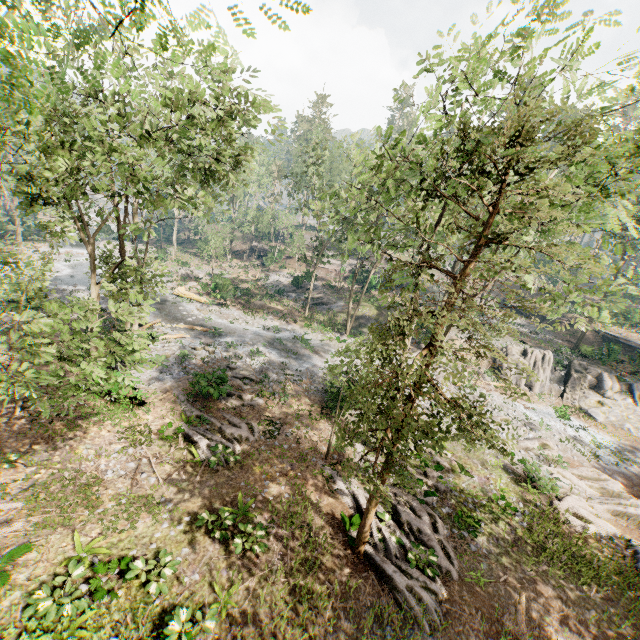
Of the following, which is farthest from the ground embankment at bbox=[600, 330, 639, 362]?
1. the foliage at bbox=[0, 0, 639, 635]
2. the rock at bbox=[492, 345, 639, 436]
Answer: the rock at bbox=[492, 345, 639, 436]

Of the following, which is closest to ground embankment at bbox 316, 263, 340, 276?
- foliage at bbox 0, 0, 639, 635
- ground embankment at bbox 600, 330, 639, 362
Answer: foliage at bbox 0, 0, 639, 635

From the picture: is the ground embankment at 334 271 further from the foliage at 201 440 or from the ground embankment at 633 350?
the ground embankment at 633 350

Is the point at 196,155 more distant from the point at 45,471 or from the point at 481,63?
the point at 45,471

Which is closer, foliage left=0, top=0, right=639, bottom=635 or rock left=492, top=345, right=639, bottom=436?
foliage left=0, top=0, right=639, bottom=635

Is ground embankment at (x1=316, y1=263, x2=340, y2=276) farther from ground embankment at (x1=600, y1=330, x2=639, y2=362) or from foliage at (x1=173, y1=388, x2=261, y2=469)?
ground embankment at (x1=600, y1=330, x2=639, y2=362)
